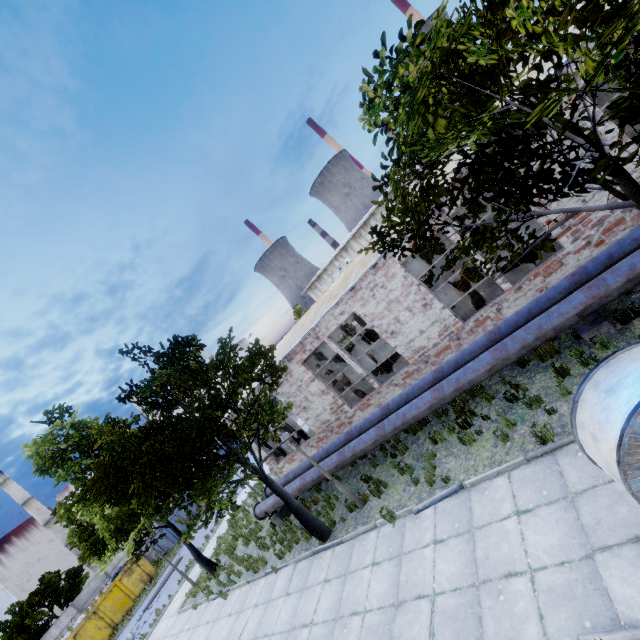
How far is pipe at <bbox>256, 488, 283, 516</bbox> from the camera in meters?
13.6

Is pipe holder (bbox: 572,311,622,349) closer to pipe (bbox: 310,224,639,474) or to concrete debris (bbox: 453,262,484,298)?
pipe (bbox: 310,224,639,474)

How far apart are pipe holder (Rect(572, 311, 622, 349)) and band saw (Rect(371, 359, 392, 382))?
7.2m

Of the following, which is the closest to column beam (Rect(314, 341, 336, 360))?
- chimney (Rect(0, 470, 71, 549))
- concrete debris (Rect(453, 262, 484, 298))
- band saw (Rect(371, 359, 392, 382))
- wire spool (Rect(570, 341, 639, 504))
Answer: band saw (Rect(371, 359, 392, 382))

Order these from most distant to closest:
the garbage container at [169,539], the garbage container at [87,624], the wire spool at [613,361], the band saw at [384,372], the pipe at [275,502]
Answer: the garbage container at [169,539]
the garbage container at [87,624]
the band saw at [384,372]
the pipe at [275,502]
the wire spool at [613,361]

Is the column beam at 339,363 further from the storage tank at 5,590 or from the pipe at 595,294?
the storage tank at 5,590

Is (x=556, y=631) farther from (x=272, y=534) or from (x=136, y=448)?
(x=272, y=534)

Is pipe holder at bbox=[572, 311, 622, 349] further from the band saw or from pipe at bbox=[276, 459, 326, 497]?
the band saw
